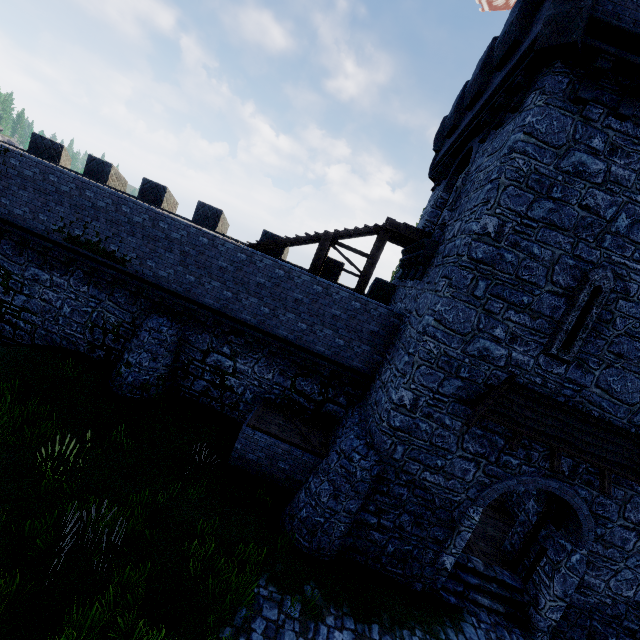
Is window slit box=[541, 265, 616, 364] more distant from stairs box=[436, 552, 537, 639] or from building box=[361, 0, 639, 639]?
stairs box=[436, 552, 537, 639]

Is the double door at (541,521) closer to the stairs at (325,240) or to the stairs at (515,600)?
the stairs at (515,600)

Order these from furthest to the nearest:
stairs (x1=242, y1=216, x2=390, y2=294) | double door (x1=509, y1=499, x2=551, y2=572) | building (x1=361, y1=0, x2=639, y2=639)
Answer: stairs (x1=242, y1=216, x2=390, y2=294) → double door (x1=509, y1=499, x2=551, y2=572) → building (x1=361, y1=0, x2=639, y2=639)

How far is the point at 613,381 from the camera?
8.3m

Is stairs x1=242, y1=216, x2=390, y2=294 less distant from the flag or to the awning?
the awning

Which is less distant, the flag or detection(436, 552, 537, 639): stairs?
detection(436, 552, 537, 639): stairs

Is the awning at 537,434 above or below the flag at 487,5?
below

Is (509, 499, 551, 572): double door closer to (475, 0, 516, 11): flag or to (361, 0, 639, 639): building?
(361, 0, 639, 639): building
